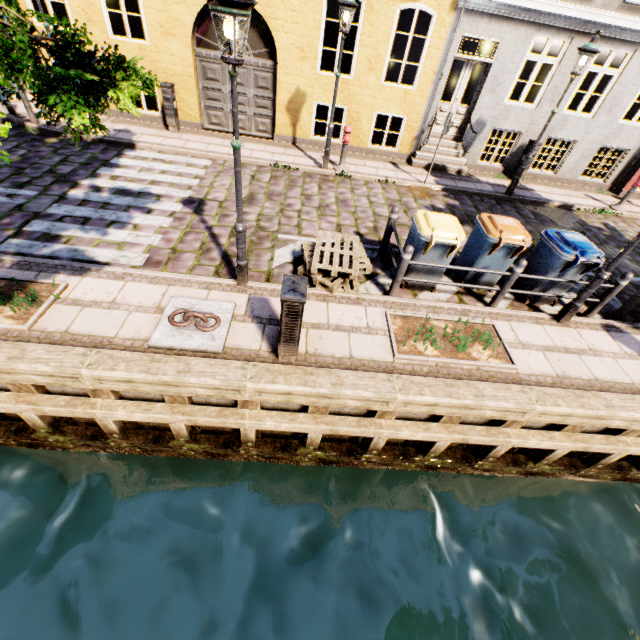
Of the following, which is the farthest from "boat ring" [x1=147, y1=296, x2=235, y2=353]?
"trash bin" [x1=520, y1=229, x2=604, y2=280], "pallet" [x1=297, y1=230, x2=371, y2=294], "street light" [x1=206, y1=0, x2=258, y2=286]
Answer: "trash bin" [x1=520, y1=229, x2=604, y2=280]

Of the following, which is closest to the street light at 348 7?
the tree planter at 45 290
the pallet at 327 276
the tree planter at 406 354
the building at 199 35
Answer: the building at 199 35

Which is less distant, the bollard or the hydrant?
the bollard

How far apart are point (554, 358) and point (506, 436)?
1.6m

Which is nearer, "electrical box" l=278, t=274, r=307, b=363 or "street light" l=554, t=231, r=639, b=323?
"electrical box" l=278, t=274, r=307, b=363

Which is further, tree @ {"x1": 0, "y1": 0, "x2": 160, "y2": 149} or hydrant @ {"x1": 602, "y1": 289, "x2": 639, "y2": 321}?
hydrant @ {"x1": 602, "y1": 289, "x2": 639, "y2": 321}

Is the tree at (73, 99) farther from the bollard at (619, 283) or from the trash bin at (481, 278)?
the trash bin at (481, 278)

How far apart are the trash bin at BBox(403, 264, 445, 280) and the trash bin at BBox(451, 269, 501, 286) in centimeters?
43cm
